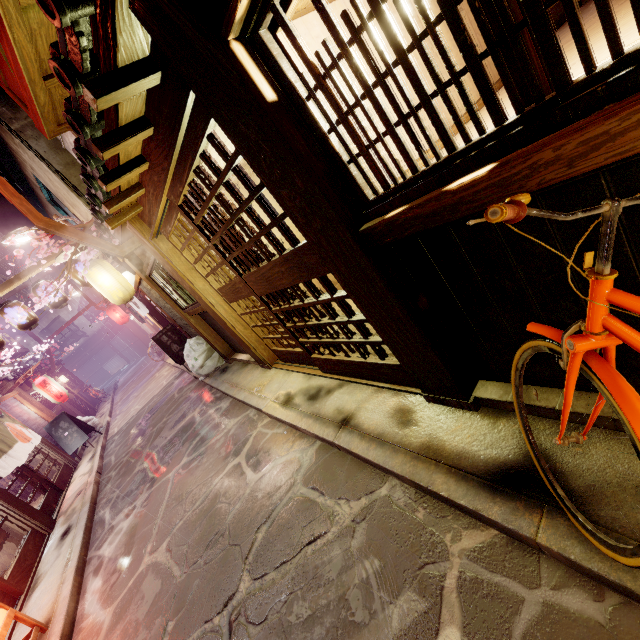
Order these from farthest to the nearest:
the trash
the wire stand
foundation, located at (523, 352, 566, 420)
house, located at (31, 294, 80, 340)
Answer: house, located at (31, 294, 80, 340) → the trash → the wire stand → foundation, located at (523, 352, 566, 420)

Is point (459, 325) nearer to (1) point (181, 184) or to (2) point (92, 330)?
(1) point (181, 184)

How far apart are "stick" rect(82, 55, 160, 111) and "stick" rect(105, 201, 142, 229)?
4.5m

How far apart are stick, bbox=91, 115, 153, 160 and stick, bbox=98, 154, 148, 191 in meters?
0.9

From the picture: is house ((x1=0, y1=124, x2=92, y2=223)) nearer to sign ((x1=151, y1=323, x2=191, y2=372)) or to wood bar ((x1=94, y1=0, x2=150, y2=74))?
wood bar ((x1=94, y1=0, x2=150, y2=74))

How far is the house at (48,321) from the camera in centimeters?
5675cm

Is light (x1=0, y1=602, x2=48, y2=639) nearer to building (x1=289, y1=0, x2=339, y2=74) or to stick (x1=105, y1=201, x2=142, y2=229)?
stick (x1=105, y1=201, x2=142, y2=229)

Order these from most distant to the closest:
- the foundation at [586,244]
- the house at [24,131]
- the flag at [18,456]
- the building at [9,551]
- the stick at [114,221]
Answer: the flag at [18,456] → the house at [24,131] → the building at [9,551] → the stick at [114,221] → the foundation at [586,244]
